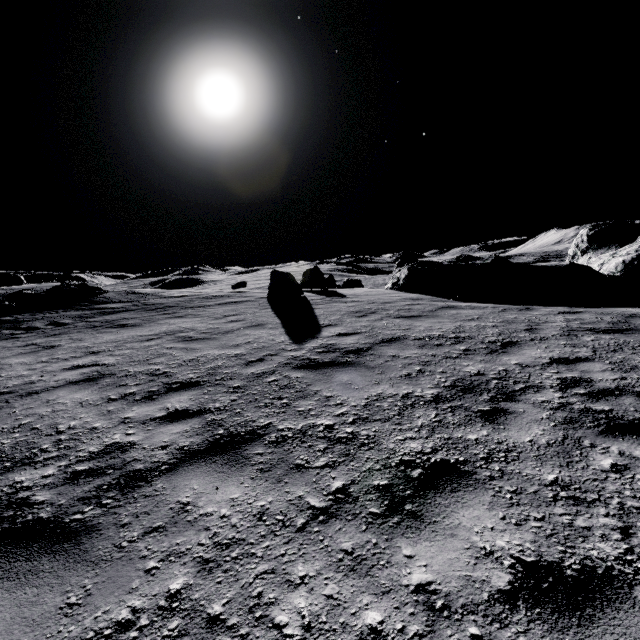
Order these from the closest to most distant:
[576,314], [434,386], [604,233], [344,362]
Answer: [434,386]
[344,362]
[576,314]
[604,233]

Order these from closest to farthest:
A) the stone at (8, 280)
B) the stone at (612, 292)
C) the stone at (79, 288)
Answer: the stone at (612, 292) → the stone at (79, 288) → the stone at (8, 280)

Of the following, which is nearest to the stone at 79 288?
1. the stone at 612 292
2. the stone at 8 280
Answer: the stone at 612 292

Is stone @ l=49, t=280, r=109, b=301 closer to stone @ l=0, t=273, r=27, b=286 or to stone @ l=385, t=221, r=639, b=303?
stone @ l=385, t=221, r=639, b=303

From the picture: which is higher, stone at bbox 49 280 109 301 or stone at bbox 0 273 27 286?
stone at bbox 0 273 27 286

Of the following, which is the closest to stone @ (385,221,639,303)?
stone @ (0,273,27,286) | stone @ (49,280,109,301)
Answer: stone @ (49,280,109,301)

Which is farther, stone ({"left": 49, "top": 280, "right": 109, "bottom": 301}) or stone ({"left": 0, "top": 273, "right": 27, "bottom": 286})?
stone ({"left": 0, "top": 273, "right": 27, "bottom": 286})
